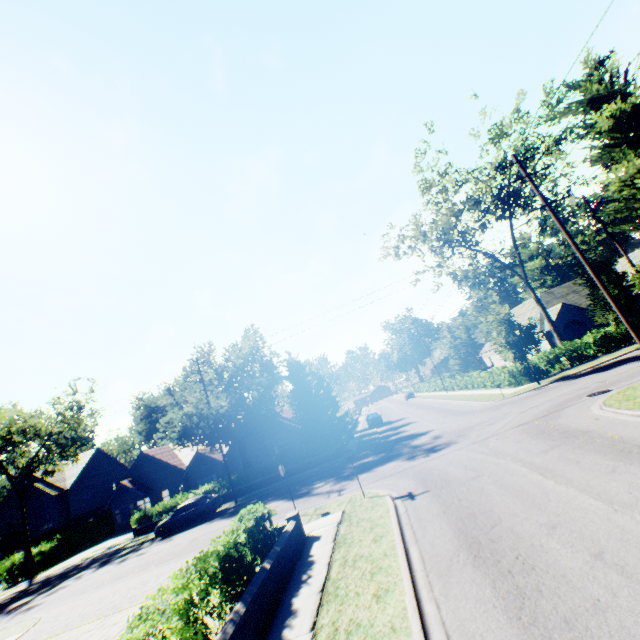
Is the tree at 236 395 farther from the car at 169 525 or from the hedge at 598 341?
the car at 169 525

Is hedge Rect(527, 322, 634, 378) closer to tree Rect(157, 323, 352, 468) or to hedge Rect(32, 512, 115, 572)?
tree Rect(157, 323, 352, 468)

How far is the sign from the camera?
13.54m

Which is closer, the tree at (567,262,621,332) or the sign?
the sign

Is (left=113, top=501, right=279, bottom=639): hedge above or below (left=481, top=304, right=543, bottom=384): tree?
below

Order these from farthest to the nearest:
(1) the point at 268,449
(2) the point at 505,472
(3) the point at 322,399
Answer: (1) the point at 268,449 < (3) the point at 322,399 < (2) the point at 505,472

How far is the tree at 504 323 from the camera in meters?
23.4 m

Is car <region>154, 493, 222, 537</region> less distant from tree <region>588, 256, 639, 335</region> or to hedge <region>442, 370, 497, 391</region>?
tree <region>588, 256, 639, 335</region>
